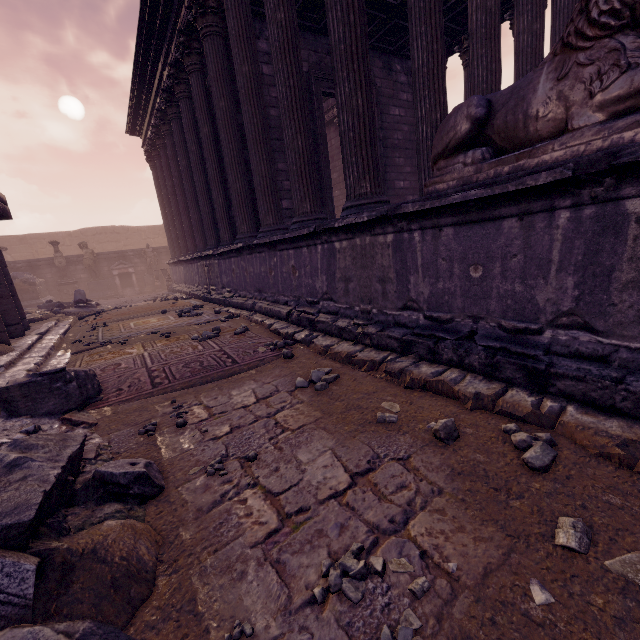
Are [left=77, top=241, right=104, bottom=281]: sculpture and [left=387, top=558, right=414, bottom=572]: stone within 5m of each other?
no

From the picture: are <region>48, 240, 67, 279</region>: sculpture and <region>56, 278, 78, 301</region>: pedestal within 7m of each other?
yes

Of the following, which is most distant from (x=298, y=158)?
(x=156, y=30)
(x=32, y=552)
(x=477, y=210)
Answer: (x=156, y=30)

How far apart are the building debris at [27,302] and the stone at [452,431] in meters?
19.4

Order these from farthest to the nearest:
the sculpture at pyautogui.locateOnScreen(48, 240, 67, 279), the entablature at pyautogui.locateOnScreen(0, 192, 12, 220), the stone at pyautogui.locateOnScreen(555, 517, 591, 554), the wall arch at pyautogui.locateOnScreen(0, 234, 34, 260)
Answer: the wall arch at pyautogui.locateOnScreen(0, 234, 34, 260) → the sculpture at pyautogui.locateOnScreen(48, 240, 67, 279) → the entablature at pyautogui.locateOnScreen(0, 192, 12, 220) → the stone at pyautogui.locateOnScreen(555, 517, 591, 554)

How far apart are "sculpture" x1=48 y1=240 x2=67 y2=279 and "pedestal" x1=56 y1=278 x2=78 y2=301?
0.01m

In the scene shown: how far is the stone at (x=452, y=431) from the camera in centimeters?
205cm

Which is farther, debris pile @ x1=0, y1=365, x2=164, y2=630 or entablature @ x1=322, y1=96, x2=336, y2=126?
entablature @ x1=322, y1=96, x2=336, y2=126
